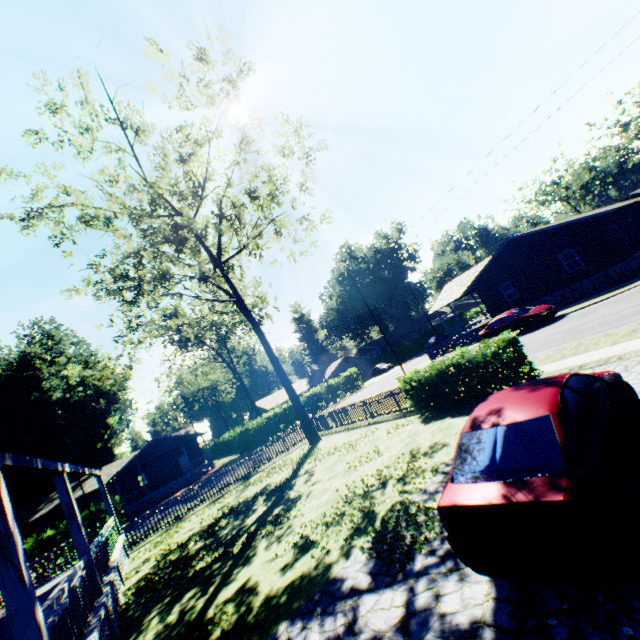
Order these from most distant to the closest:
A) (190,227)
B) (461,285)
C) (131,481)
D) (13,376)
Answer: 1. (13,376)
2. (131,481)
3. (461,285)
4. (190,227)

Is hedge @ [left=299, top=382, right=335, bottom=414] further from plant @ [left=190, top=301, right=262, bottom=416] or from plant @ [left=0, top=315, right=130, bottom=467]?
plant @ [left=0, top=315, right=130, bottom=467]

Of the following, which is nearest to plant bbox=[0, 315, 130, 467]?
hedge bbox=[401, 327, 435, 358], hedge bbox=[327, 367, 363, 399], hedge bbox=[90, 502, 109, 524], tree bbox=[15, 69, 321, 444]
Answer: hedge bbox=[90, 502, 109, 524]

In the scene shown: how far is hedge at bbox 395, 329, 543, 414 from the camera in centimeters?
1030cm

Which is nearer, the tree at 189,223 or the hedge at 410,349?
the tree at 189,223

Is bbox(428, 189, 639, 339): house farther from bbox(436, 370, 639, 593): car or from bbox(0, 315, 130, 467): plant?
bbox(0, 315, 130, 467): plant

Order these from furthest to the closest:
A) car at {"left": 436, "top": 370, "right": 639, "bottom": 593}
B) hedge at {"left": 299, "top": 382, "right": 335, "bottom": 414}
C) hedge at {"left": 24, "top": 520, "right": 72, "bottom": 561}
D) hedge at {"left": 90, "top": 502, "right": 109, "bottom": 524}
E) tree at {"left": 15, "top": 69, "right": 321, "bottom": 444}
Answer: hedge at {"left": 299, "top": 382, "right": 335, "bottom": 414} < hedge at {"left": 90, "top": 502, "right": 109, "bottom": 524} < hedge at {"left": 24, "top": 520, "right": 72, "bottom": 561} < tree at {"left": 15, "top": 69, "right": 321, "bottom": 444} < car at {"left": 436, "top": 370, "right": 639, "bottom": 593}

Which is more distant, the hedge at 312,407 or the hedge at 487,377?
the hedge at 312,407
